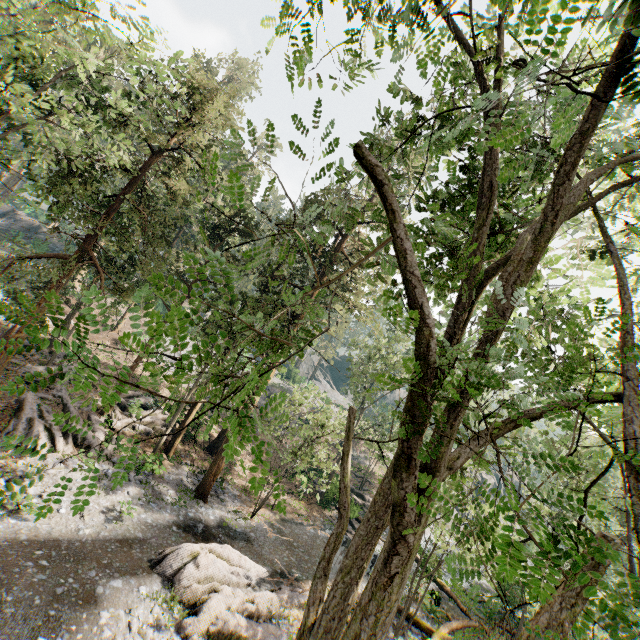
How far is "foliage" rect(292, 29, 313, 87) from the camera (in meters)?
6.41

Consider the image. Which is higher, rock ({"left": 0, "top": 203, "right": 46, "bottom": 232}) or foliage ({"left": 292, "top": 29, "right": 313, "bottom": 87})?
foliage ({"left": 292, "top": 29, "right": 313, "bottom": 87})

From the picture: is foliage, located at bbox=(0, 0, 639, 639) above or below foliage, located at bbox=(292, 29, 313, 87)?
below

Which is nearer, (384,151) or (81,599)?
(384,151)

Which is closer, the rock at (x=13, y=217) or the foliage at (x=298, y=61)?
the foliage at (x=298, y=61)

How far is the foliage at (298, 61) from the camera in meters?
6.4

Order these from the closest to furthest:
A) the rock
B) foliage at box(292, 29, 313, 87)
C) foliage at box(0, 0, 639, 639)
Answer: foliage at box(0, 0, 639, 639) → foliage at box(292, 29, 313, 87) → the rock

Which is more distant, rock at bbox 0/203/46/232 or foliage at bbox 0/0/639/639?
rock at bbox 0/203/46/232
